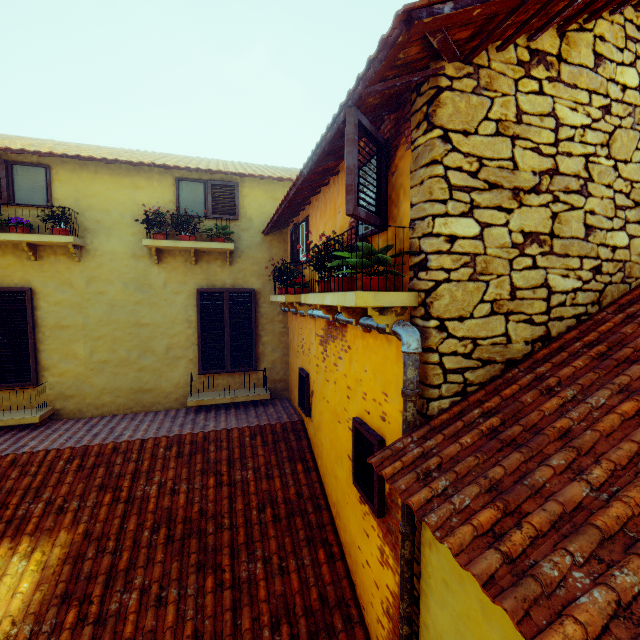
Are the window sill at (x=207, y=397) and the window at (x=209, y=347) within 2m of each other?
yes

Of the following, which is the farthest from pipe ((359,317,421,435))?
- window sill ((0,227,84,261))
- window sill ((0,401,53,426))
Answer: window sill ((0,401,53,426))

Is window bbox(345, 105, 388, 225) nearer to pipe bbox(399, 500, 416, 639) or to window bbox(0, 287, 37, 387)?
pipe bbox(399, 500, 416, 639)

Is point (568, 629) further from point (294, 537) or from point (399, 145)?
point (294, 537)

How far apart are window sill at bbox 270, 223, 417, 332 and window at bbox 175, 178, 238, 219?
3.4 meters

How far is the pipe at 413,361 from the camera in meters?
2.2

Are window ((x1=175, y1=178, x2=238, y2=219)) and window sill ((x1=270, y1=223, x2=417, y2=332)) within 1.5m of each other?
no

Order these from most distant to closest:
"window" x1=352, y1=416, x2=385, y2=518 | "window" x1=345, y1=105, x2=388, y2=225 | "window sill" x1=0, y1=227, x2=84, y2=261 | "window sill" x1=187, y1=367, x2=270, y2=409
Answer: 1. "window sill" x1=187, y1=367, x2=270, y2=409
2. "window sill" x1=0, y1=227, x2=84, y2=261
3. "window" x1=352, y1=416, x2=385, y2=518
4. "window" x1=345, y1=105, x2=388, y2=225
